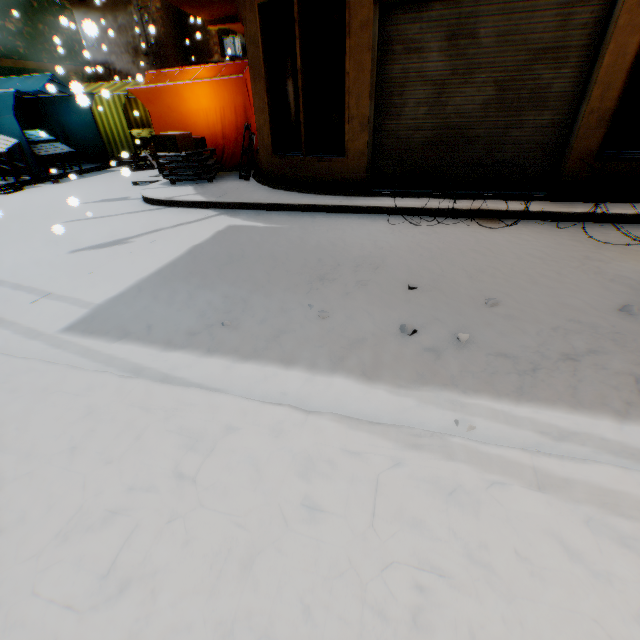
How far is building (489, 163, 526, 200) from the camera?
5.43m

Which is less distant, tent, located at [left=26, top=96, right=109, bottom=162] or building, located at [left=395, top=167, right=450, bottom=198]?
building, located at [left=395, top=167, right=450, bottom=198]

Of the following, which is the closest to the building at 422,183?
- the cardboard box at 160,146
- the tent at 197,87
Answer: the tent at 197,87

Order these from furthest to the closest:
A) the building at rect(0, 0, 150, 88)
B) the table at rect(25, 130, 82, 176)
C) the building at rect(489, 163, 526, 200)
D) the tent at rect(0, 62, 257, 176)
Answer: the building at rect(0, 0, 150, 88), the table at rect(25, 130, 82, 176), the tent at rect(0, 62, 257, 176), the building at rect(489, 163, 526, 200)

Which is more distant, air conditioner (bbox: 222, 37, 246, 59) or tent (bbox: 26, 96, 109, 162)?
air conditioner (bbox: 222, 37, 246, 59)

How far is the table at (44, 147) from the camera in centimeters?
954cm

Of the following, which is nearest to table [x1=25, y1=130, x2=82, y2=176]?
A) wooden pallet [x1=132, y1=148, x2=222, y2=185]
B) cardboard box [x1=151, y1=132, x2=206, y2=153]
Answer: wooden pallet [x1=132, y1=148, x2=222, y2=185]

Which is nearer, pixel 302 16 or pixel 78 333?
pixel 78 333
